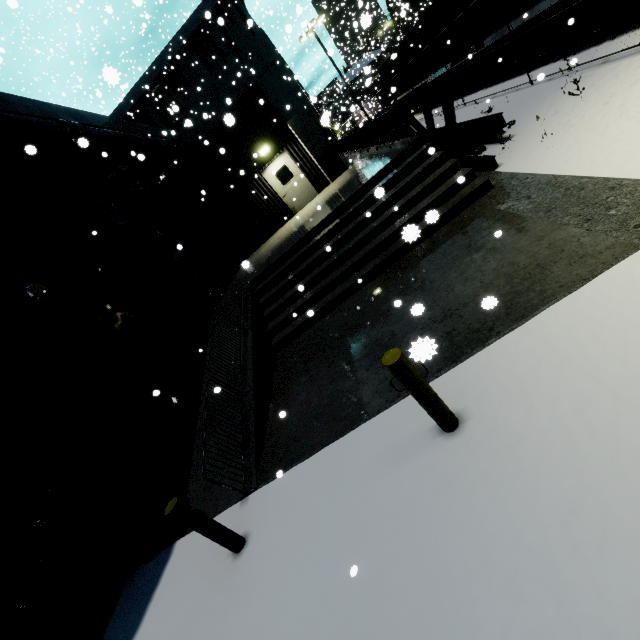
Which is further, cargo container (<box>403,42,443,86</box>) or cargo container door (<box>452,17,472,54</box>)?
cargo container (<box>403,42,443,86</box>)

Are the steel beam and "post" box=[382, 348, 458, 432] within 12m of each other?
yes

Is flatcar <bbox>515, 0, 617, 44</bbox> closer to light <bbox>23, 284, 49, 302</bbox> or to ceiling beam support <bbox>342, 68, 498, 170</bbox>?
ceiling beam support <bbox>342, 68, 498, 170</bbox>

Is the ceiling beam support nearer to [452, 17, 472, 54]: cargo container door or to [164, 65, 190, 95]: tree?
[452, 17, 472, 54]: cargo container door

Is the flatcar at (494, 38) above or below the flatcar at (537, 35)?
above

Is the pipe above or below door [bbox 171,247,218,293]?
above

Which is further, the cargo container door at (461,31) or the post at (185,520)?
the cargo container door at (461,31)

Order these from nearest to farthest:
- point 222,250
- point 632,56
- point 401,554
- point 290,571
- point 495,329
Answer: point 401,554, point 290,571, point 495,329, point 632,56, point 222,250
